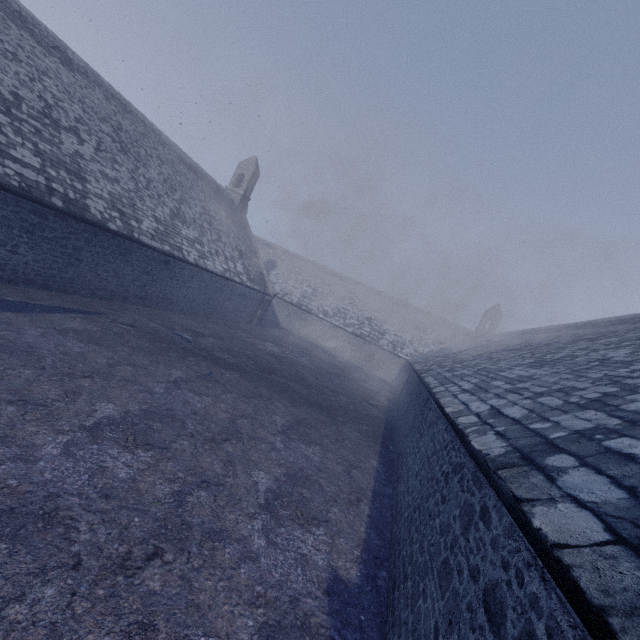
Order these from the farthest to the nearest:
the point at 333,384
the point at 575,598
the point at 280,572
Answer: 1. the point at 333,384
2. the point at 280,572
3. the point at 575,598
